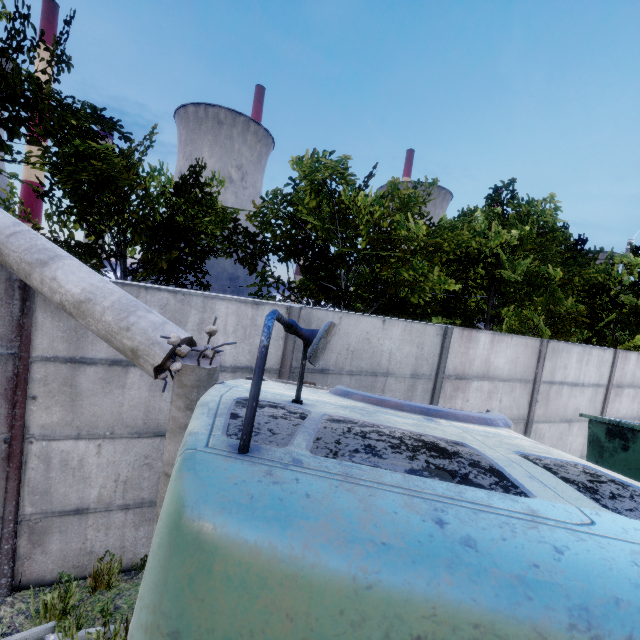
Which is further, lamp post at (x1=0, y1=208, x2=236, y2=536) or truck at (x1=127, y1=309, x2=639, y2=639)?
lamp post at (x1=0, y1=208, x2=236, y2=536)

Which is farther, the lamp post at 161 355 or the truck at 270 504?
the lamp post at 161 355

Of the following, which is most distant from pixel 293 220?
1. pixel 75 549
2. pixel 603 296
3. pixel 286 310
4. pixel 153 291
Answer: pixel 603 296
